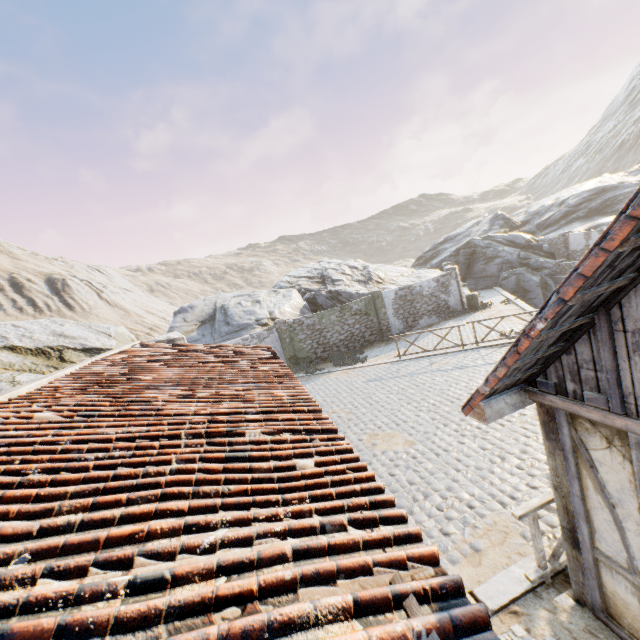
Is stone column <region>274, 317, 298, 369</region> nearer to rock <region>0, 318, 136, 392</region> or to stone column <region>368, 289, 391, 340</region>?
rock <region>0, 318, 136, 392</region>

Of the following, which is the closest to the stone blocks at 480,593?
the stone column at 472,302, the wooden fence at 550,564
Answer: the wooden fence at 550,564

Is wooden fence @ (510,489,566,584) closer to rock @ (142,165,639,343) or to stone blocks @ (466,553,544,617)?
stone blocks @ (466,553,544,617)

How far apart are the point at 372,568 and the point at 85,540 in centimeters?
173cm

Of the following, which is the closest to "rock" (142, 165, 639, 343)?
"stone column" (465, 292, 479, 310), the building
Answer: "stone column" (465, 292, 479, 310)

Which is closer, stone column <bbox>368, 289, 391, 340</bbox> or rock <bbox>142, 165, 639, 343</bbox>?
stone column <bbox>368, 289, 391, 340</bbox>

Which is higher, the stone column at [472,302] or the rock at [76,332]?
the rock at [76,332]

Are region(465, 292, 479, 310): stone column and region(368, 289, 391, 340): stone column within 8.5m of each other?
yes
